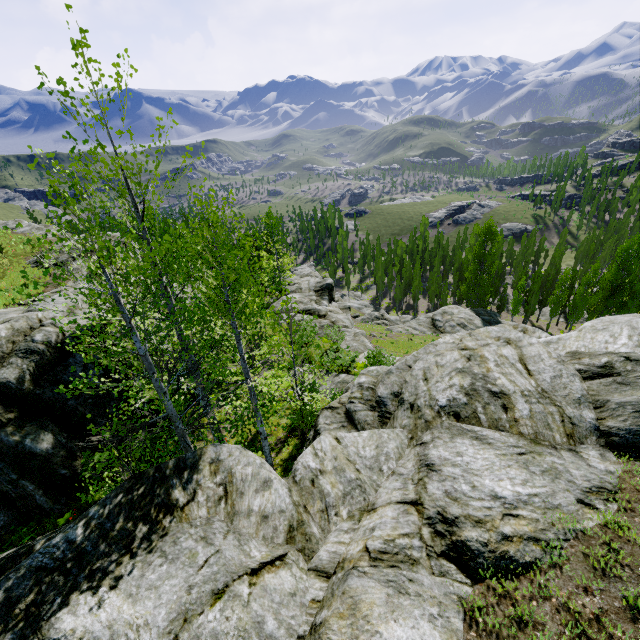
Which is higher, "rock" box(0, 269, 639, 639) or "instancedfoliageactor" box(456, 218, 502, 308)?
"rock" box(0, 269, 639, 639)

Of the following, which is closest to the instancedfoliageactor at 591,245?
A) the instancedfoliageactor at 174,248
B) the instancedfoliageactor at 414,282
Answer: the instancedfoliageactor at 414,282

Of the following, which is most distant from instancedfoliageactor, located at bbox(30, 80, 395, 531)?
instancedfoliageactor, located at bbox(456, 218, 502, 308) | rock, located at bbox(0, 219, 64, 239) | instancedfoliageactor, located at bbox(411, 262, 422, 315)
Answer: instancedfoliageactor, located at bbox(411, 262, 422, 315)

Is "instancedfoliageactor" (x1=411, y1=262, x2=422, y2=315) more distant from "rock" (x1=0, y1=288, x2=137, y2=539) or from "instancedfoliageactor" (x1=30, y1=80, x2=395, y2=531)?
"instancedfoliageactor" (x1=30, y1=80, x2=395, y2=531)

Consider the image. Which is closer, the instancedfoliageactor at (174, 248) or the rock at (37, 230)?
the instancedfoliageactor at (174, 248)

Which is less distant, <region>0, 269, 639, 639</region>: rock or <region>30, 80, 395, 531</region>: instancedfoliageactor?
<region>0, 269, 639, 639</region>: rock

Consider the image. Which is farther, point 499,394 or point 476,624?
point 499,394

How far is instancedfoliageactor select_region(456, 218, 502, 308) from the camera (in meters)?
44.78
